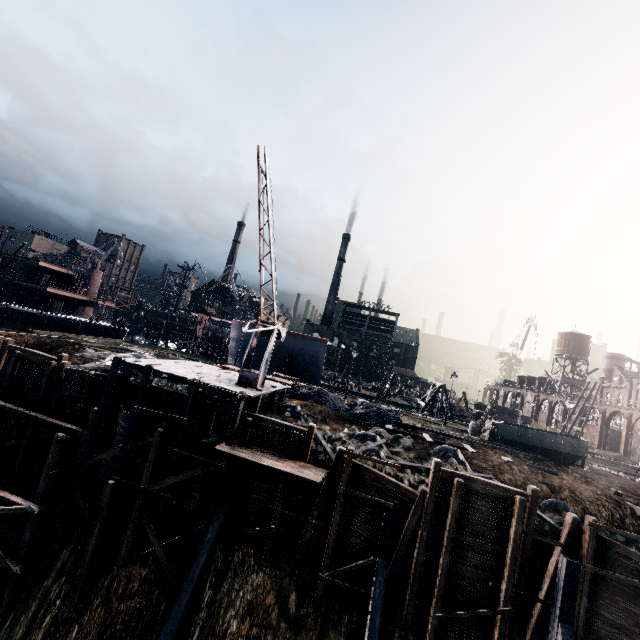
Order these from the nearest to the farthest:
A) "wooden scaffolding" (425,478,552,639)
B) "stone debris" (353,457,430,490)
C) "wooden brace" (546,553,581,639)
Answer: "wooden brace" (546,553,581,639) → "wooden scaffolding" (425,478,552,639) → "stone debris" (353,457,430,490)

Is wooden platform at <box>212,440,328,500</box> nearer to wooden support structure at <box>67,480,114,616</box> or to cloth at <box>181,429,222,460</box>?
cloth at <box>181,429,222,460</box>

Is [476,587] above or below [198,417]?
below

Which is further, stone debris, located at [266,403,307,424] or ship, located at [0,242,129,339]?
ship, located at [0,242,129,339]

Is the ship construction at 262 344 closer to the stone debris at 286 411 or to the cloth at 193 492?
the stone debris at 286 411

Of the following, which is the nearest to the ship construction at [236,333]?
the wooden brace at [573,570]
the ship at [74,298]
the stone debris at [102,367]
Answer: the ship at [74,298]

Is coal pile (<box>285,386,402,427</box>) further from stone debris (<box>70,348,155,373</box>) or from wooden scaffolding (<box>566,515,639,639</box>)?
wooden scaffolding (<box>566,515,639,639</box>)

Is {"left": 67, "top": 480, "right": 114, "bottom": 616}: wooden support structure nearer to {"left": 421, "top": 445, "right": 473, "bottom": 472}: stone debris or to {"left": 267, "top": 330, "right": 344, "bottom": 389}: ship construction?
{"left": 421, "top": 445, "right": 473, "bottom": 472}: stone debris
